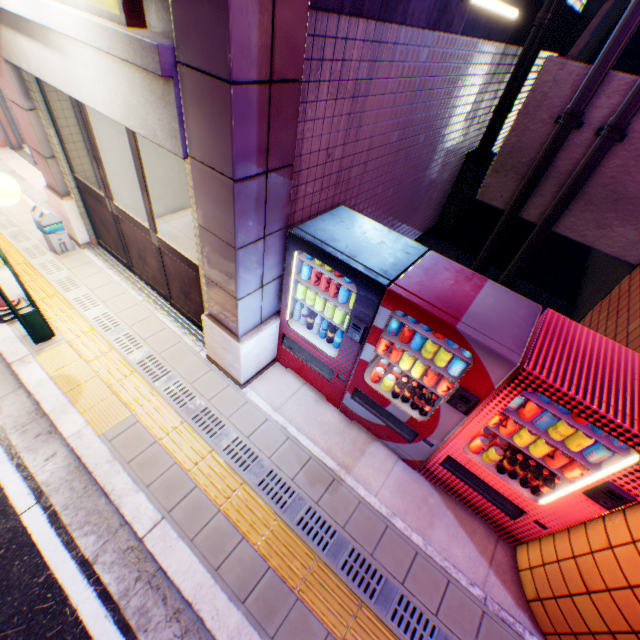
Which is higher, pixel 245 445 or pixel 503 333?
pixel 503 333

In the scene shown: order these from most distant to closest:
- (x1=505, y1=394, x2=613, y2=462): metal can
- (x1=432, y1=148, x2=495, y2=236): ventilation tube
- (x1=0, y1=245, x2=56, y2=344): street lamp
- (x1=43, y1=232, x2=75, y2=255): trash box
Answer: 1. (x1=432, y1=148, x2=495, y2=236): ventilation tube
2. (x1=43, y1=232, x2=75, y2=255): trash box
3. (x1=0, y1=245, x2=56, y2=344): street lamp
4. (x1=505, y1=394, x2=613, y2=462): metal can

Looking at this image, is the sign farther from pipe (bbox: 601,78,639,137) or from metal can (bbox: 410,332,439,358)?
pipe (bbox: 601,78,639,137)

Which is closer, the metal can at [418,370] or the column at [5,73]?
the metal can at [418,370]

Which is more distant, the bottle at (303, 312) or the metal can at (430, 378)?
the bottle at (303, 312)

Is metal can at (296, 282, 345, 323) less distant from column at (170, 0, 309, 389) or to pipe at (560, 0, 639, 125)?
column at (170, 0, 309, 389)

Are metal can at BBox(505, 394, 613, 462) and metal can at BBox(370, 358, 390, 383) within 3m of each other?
yes

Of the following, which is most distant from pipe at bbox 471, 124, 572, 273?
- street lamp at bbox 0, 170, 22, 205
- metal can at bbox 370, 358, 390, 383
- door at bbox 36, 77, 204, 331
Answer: street lamp at bbox 0, 170, 22, 205
